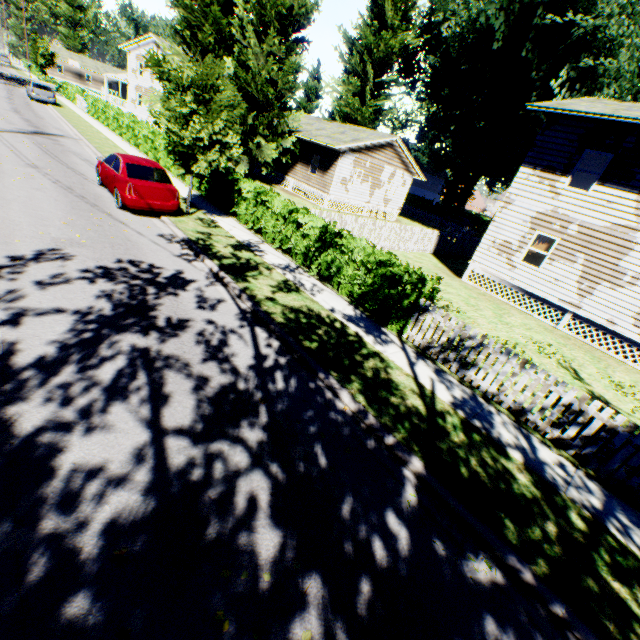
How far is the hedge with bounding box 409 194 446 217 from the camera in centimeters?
5665cm

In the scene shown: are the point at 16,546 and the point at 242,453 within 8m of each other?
yes

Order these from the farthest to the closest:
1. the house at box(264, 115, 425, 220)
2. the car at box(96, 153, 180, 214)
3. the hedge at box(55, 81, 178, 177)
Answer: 1. the house at box(264, 115, 425, 220)
2. the hedge at box(55, 81, 178, 177)
3. the car at box(96, 153, 180, 214)

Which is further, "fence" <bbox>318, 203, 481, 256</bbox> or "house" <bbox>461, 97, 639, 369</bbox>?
"fence" <bbox>318, 203, 481, 256</bbox>

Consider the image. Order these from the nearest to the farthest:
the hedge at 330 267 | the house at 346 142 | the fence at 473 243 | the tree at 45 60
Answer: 1. the hedge at 330 267
2. the fence at 473 243
3. the house at 346 142
4. the tree at 45 60

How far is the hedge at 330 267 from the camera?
8.6m

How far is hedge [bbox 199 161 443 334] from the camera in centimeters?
863cm

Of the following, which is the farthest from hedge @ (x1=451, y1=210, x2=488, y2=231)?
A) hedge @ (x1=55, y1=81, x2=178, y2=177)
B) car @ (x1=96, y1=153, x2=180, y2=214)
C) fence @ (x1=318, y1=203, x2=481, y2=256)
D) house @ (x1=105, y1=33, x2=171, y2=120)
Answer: car @ (x1=96, y1=153, x2=180, y2=214)
